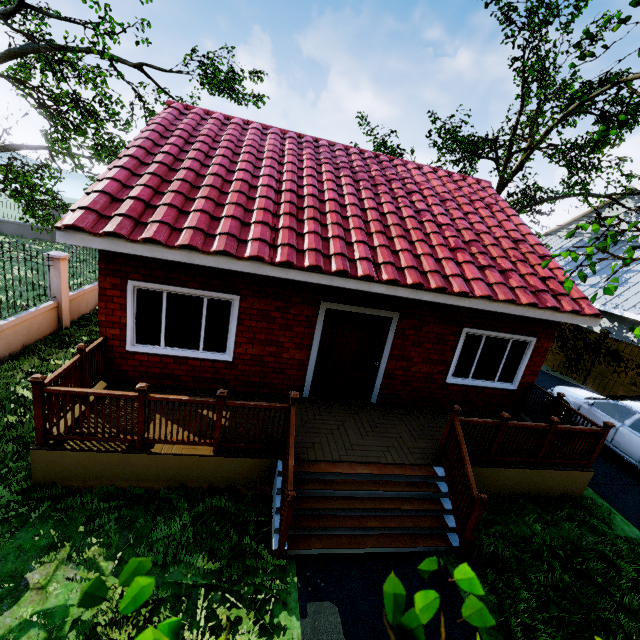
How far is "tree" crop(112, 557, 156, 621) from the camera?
0.5 meters

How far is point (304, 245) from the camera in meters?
6.1

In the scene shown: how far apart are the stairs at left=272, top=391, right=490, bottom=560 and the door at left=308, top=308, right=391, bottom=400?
1.9 meters

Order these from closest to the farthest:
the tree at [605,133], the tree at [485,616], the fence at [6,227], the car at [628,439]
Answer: the tree at [485,616] → the tree at [605,133] → the car at [628,439] → the fence at [6,227]

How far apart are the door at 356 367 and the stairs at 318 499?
1.9 meters

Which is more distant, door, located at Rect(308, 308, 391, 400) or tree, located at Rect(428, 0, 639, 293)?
door, located at Rect(308, 308, 391, 400)

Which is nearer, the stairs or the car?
the stairs
